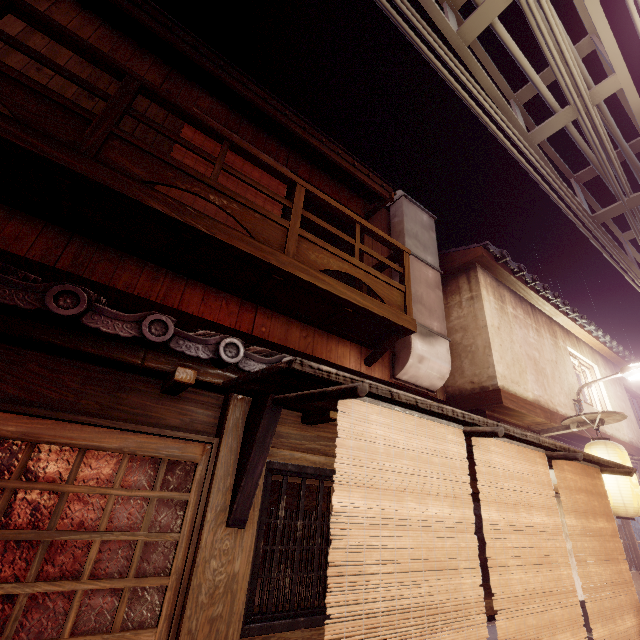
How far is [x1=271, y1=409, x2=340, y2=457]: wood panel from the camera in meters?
5.6

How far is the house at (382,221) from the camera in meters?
12.9

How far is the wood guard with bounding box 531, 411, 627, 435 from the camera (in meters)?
9.98

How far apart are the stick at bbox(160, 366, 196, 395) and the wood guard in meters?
11.8 m

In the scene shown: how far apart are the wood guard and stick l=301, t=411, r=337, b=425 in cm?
933

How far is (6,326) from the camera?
3.7m

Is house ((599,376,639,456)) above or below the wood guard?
above

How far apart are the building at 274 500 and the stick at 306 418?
9.4 meters
